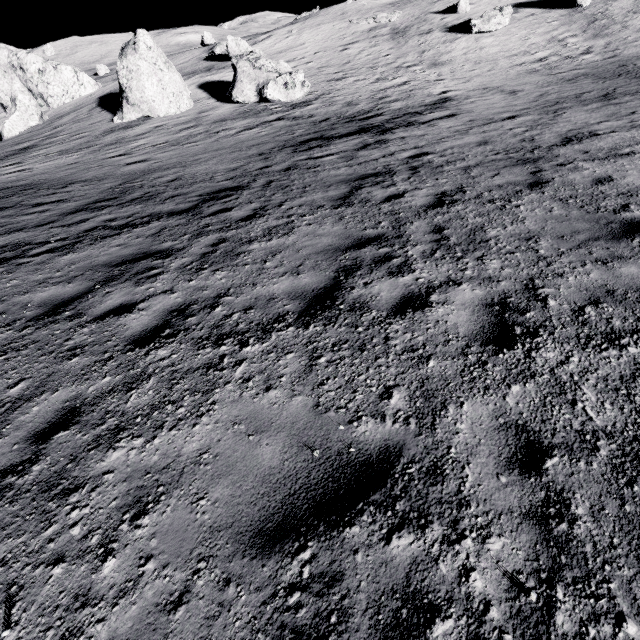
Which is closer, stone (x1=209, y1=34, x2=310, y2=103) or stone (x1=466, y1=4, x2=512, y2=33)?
→ stone (x1=209, y1=34, x2=310, y2=103)

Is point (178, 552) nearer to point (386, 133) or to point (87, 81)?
point (386, 133)

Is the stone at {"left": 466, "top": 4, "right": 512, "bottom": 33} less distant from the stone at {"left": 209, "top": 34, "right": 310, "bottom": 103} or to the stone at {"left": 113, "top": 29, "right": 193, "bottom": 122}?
the stone at {"left": 209, "top": 34, "right": 310, "bottom": 103}

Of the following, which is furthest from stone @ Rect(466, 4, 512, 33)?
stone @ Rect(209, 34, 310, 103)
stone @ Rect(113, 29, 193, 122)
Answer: stone @ Rect(113, 29, 193, 122)

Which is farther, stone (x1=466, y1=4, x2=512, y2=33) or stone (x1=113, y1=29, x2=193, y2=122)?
stone (x1=466, y1=4, x2=512, y2=33)

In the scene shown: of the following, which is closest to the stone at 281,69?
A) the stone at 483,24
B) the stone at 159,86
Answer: the stone at 159,86
